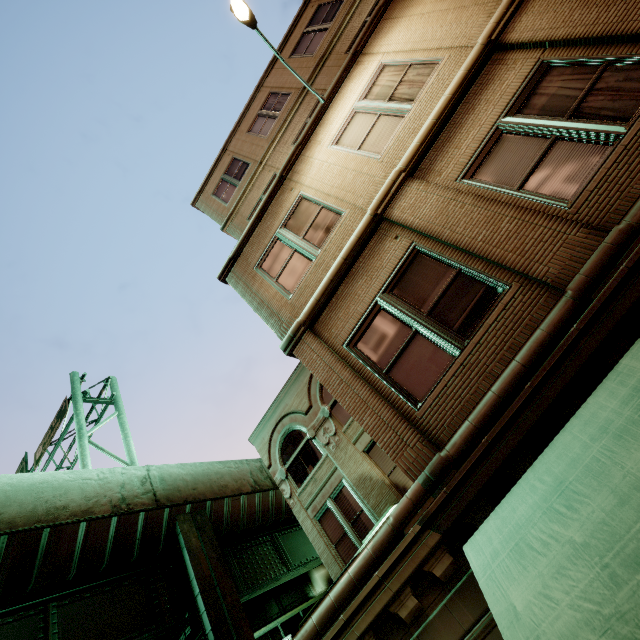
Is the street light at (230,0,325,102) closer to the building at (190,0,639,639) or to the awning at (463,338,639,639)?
the building at (190,0,639,639)

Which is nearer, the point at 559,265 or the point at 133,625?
the point at 559,265

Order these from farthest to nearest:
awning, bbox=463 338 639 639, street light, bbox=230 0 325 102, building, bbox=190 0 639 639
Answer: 1. street light, bbox=230 0 325 102
2. building, bbox=190 0 639 639
3. awning, bbox=463 338 639 639

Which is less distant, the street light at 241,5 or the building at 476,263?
the building at 476,263

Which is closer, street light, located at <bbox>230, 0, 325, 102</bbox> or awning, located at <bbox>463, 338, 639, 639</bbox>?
awning, located at <bbox>463, 338, 639, 639</bbox>

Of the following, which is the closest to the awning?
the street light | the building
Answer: the building

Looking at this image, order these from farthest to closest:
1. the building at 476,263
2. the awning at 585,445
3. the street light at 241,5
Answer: the street light at 241,5 → the building at 476,263 → the awning at 585,445

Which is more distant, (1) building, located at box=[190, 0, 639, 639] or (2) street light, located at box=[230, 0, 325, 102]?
(2) street light, located at box=[230, 0, 325, 102]
